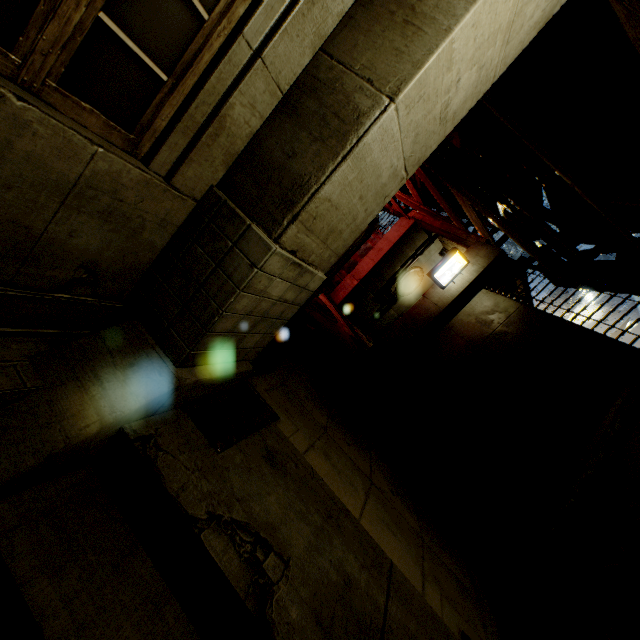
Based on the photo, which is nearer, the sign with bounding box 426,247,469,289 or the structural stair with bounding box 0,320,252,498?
the structural stair with bounding box 0,320,252,498

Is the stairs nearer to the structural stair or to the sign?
the structural stair

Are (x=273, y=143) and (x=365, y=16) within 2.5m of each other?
yes

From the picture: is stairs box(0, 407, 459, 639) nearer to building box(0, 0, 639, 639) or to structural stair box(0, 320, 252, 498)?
structural stair box(0, 320, 252, 498)

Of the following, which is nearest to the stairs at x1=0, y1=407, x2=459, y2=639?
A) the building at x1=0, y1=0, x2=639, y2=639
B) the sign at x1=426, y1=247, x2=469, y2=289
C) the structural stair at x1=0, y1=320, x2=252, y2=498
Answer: the structural stair at x1=0, y1=320, x2=252, y2=498

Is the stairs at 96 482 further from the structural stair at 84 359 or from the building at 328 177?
the building at 328 177

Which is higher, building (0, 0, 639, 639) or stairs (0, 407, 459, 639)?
building (0, 0, 639, 639)

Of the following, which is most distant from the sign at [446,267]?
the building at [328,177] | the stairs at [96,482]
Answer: the stairs at [96,482]
